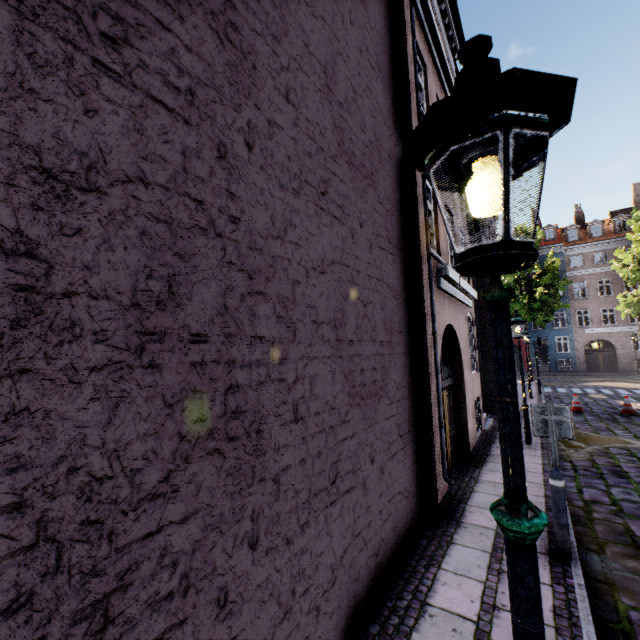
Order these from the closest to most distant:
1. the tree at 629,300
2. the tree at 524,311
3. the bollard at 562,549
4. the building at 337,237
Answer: the building at 337,237
the bollard at 562,549
the tree at 629,300
the tree at 524,311

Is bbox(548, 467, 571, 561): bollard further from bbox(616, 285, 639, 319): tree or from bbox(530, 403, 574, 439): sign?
bbox(616, 285, 639, 319): tree

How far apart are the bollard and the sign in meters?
0.5 m

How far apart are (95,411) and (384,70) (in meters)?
6.73

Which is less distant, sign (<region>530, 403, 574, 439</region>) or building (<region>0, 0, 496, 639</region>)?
building (<region>0, 0, 496, 639</region>)

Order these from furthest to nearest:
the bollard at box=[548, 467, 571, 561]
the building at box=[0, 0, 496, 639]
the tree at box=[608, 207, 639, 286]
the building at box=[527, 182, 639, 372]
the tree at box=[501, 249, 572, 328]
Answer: the building at box=[527, 182, 639, 372] < the tree at box=[501, 249, 572, 328] < the tree at box=[608, 207, 639, 286] < the bollard at box=[548, 467, 571, 561] < the building at box=[0, 0, 496, 639]

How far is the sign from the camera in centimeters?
461cm

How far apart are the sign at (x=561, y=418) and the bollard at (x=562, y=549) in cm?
49
